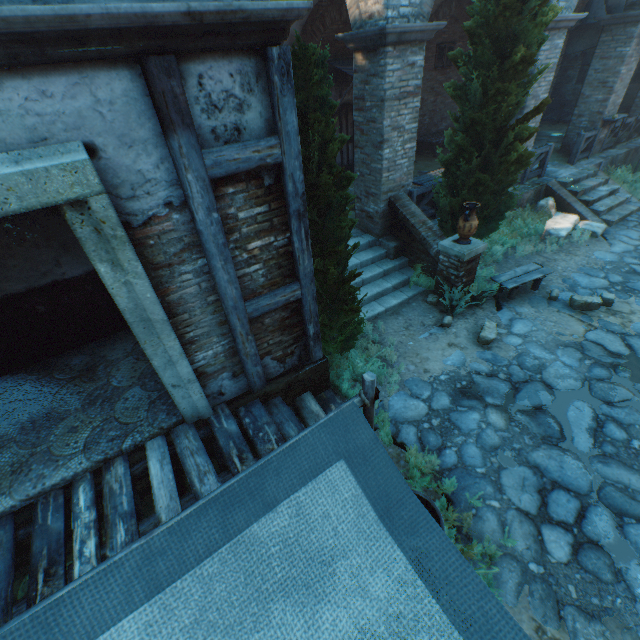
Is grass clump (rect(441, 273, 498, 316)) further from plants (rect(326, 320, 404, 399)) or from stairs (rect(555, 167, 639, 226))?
stairs (rect(555, 167, 639, 226))

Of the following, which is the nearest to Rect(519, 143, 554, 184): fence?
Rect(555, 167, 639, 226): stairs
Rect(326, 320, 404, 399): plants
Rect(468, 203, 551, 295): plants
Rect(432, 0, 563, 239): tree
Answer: Rect(555, 167, 639, 226): stairs

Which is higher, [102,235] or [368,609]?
[102,235]

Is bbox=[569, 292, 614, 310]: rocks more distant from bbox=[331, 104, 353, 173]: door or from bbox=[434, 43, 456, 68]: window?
bbox=[434, 43, 456, 68]: window

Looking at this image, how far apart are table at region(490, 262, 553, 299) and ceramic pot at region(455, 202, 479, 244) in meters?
1.1

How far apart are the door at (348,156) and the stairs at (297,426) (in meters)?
9.85

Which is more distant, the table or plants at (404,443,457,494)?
the table

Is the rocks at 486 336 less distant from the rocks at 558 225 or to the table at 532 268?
the table at 532 268
